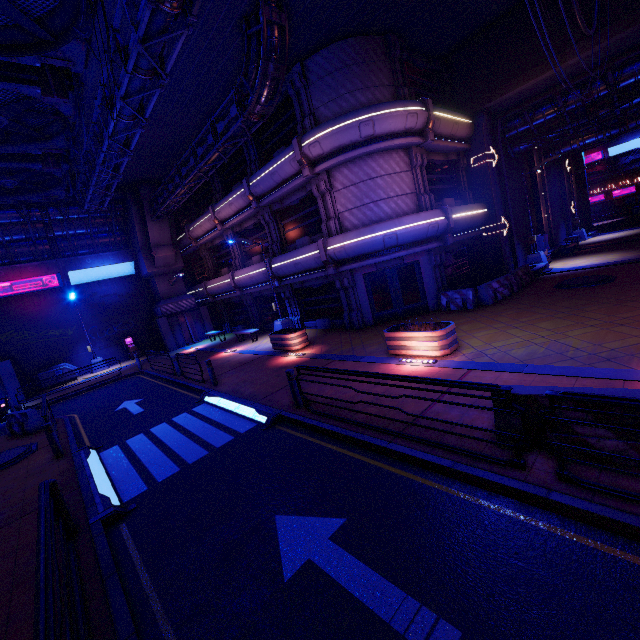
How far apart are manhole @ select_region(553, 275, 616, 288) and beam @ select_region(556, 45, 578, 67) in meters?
9.2

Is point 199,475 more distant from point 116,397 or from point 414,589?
point 116,397

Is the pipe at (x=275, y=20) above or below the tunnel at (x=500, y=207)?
above

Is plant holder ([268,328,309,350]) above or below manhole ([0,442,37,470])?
above

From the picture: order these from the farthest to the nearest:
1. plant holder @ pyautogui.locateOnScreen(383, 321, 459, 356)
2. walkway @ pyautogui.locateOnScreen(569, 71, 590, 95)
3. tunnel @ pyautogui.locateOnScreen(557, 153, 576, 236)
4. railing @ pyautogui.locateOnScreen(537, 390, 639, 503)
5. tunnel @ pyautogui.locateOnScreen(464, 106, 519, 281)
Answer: tunnel @ pyautogui.locateOnScreen(557, 153, 576, 236)
tunnel @ pyautogui.locateOnScreen(464, 106, 519, 281)
walkway @ pyautogui.locateOnScreen(569, 71, 590, 95)
plant holder @ pyautogui.locateOnScreen(383, 321, 459, 356)
railing @ pyautogui.locateOnScreen(537, 390, 639, 503)

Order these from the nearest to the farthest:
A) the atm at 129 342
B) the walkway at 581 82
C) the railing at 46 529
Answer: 1. the railing at 46 529
2. the walkway at 581 82
3. the atm at 129 342

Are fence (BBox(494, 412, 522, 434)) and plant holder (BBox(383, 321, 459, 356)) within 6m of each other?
yes

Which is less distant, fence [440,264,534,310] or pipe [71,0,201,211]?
pipe [71,0,201,211]
